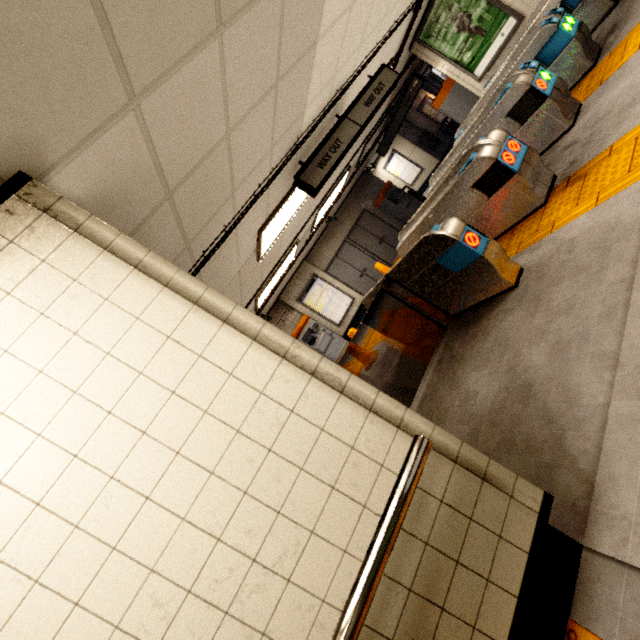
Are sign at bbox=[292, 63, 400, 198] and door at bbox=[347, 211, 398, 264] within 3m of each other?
no

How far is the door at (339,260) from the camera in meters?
12.1 m

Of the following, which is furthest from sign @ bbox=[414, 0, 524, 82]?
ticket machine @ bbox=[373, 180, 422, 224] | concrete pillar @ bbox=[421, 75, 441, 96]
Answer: concrete pillar @ bbox=[421, 75, 441, 96]

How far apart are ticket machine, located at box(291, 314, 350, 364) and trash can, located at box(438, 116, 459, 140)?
11.6 meters

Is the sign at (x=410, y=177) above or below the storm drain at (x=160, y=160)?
below

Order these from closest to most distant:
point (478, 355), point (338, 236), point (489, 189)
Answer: point (478, 355), point (489, 189), point (338, 236)

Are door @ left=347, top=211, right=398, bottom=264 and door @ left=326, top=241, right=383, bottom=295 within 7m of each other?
yes

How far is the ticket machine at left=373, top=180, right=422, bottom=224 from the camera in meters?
12.8
